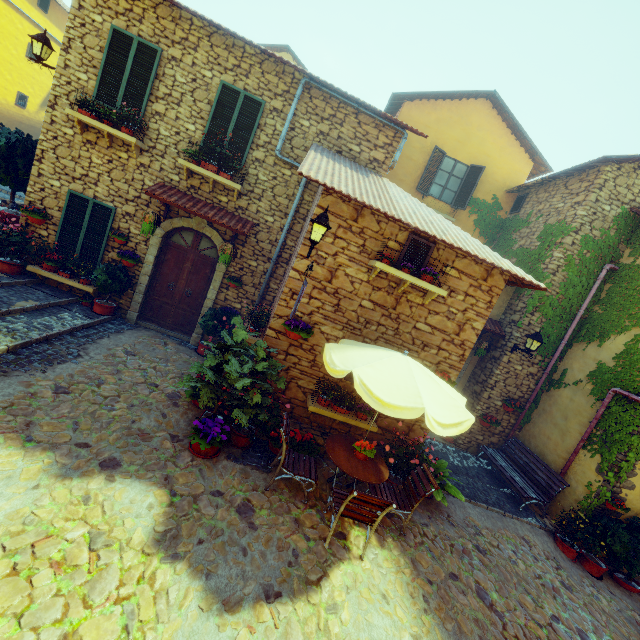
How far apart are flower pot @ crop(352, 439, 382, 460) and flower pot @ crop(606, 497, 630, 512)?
6.2 meters

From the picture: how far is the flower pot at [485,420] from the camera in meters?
9.7

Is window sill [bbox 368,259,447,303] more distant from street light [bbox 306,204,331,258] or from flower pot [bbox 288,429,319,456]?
flower pot [bbox 288,429,319,456]

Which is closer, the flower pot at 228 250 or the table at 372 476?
the table at 372 476

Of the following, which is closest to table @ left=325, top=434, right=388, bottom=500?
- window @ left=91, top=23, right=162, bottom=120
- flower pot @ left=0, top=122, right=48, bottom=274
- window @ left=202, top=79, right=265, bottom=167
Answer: window @ left=202, top=79, right=265, bottom=167

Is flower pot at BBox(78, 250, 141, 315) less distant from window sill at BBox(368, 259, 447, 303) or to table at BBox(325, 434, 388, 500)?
window sill at BBox(368, 259, 447, 303)

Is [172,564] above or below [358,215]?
below

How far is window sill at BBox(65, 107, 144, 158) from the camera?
7.10m
